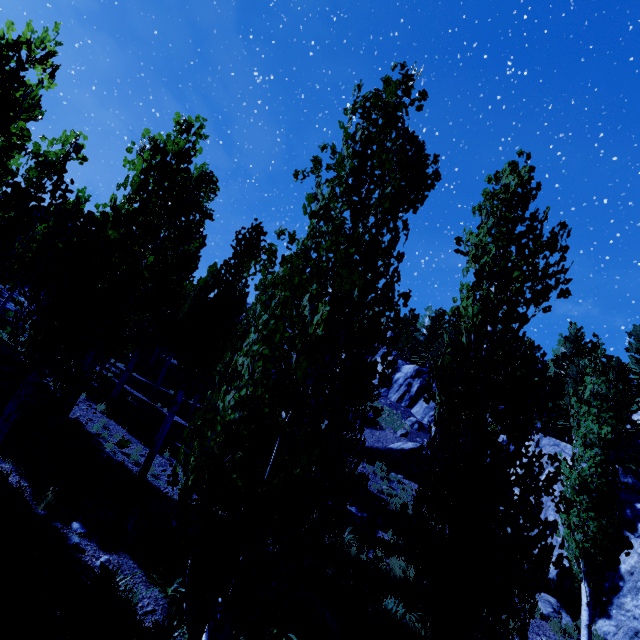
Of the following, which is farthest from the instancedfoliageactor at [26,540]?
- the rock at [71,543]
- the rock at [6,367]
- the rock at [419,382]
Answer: the rock at [71,543]

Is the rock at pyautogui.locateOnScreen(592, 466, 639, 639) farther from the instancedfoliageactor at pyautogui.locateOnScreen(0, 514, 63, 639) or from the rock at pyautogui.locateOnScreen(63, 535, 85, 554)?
the rock at pyautogui.locateOnScreen(63, 535, 85, 554)

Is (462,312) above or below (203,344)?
above

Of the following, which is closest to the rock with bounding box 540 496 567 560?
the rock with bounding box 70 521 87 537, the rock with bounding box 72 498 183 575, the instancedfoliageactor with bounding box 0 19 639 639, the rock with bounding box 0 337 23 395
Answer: the instancedfoliageactor with bounding box 0 19 639 639

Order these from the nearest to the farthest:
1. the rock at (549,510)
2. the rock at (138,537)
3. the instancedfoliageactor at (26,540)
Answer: the instancedfoliageactor at (26,540)
the rock at (138,537)
the rock at (549,510)

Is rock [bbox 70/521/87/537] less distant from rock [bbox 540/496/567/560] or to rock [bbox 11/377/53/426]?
rock [bbox 11/377/53/426]

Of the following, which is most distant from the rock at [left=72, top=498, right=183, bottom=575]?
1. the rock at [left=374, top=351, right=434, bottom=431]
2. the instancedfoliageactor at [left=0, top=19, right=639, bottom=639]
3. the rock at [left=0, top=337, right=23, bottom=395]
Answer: the rock at [left=374, top=351, right=434, bottom=431]
